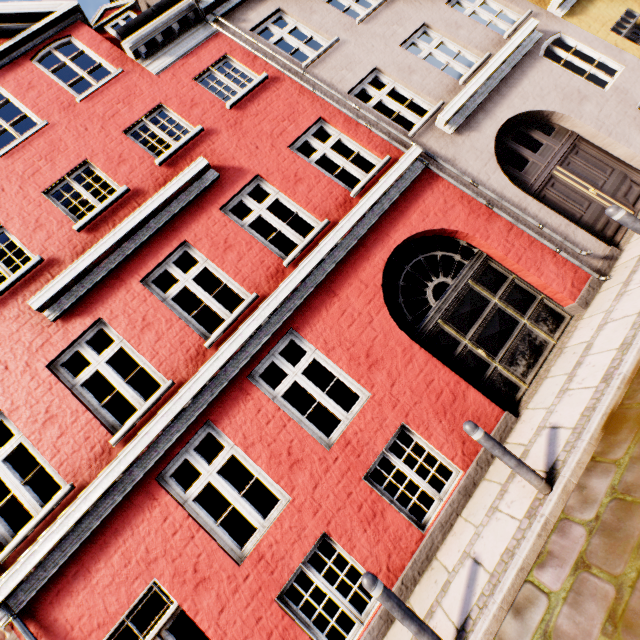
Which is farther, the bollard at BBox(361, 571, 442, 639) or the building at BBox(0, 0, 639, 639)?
the building at BBox(0, 0, 639, 639)

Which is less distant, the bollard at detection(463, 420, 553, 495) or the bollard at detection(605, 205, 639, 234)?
the bollard at detection(463, 420, 553, 495)

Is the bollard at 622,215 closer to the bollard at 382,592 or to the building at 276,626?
the building at 276,626

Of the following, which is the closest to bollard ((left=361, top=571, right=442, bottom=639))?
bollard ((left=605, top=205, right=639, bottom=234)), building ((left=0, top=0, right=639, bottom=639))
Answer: building ((left=0, top=0, right=639, bottom=639))

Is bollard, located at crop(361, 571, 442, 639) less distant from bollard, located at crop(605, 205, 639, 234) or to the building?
the building

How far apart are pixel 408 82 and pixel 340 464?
8.20m

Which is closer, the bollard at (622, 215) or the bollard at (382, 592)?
the bollard at (382, 592)

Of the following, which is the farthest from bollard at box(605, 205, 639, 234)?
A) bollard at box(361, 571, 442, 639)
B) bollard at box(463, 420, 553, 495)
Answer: bollard at box(361, 571, 442, 639)
